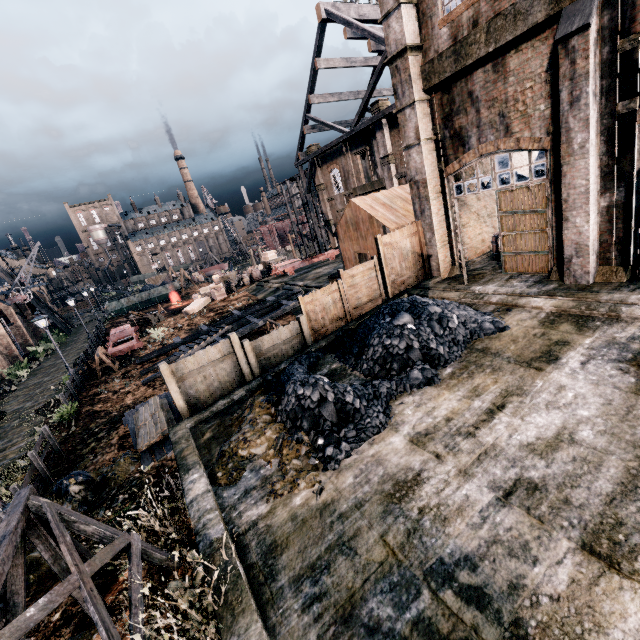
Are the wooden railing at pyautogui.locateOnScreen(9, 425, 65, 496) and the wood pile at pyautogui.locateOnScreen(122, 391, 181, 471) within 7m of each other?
yes

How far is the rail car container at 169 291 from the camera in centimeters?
4856cm

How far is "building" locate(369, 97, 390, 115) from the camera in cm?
2856

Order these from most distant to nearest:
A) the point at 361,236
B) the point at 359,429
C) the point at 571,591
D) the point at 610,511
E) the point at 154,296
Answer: the point at 154,296, the point at 361,236, the point at 359,429, the point at 610,511, the point at 571,591

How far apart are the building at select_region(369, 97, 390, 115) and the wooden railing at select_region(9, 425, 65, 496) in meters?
32.6 m

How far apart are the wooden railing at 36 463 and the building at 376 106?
32.6m

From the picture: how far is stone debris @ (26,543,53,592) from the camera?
8.3m
